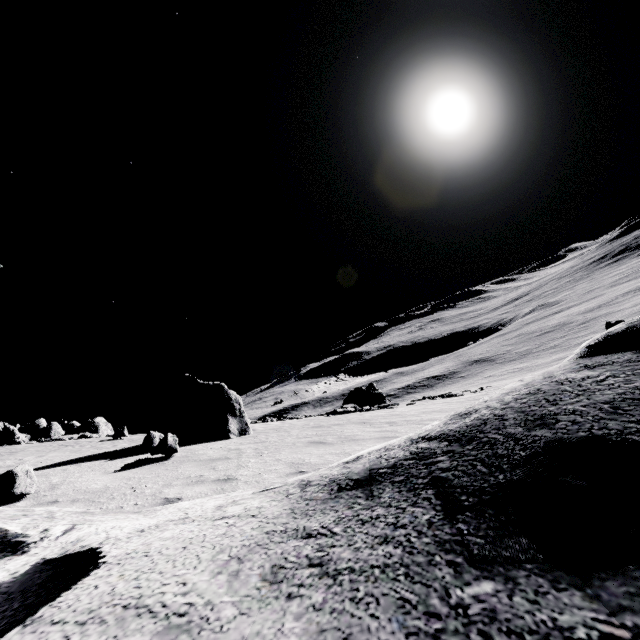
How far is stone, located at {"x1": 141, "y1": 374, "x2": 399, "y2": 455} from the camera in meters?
10.2

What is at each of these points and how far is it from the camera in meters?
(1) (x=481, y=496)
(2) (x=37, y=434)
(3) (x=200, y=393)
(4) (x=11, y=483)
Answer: (1) stone, 2.0 m
(2) stone, 29.5 m
(3) stone, 12.3 m
(4) stone, 5.8 m

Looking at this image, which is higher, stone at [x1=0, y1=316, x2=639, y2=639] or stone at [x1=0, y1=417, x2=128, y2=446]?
stone at [x1=0, y1=417, x2=128, y2=446]

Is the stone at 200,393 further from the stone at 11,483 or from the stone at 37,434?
the stone at 37,434

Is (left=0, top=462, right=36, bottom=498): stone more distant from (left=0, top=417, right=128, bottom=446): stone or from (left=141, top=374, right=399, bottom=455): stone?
(left=0, top=417, right=128, bottom=446): stone

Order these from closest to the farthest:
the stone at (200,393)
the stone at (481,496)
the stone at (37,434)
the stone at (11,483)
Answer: the stone at (481,496) < the stone at (11,483) < the stone at (200,393) < the stone at (37,434)

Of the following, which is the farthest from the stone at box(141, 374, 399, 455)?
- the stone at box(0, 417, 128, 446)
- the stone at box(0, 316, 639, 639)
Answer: the stone at box(0, 417, 128, 446)
